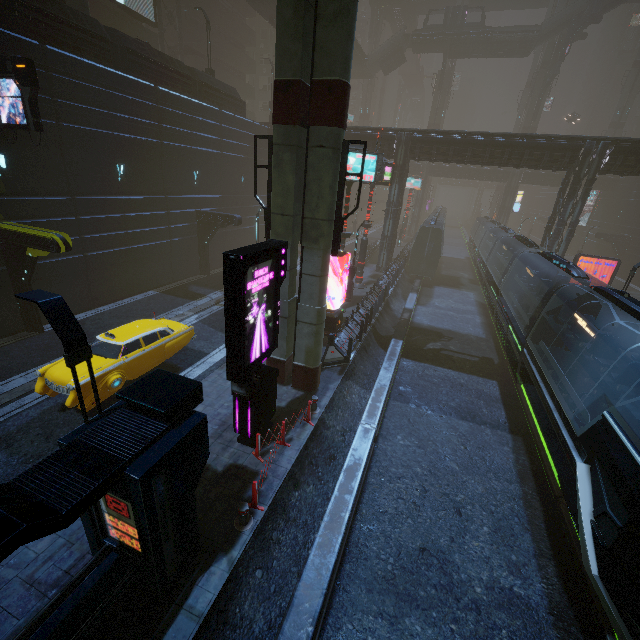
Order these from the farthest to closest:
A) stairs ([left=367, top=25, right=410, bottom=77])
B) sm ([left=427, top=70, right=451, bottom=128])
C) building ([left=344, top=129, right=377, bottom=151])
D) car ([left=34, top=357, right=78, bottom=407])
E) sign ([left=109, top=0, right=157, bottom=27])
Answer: sm ([left=427, top=70, right=451, bottom=128]) → stairs ([left=367, top=25, right=410, bottom=77]) → building ([left=344, top=129, right=377, bottom=151]) → sign ([left=109, top=0, right=157, bottom=27]) → car ([left=34, top=357, right=78, bottom=407])

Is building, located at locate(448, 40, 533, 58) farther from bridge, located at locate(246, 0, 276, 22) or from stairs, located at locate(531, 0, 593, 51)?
bridge, located at locate(246, 0, 276, 22)

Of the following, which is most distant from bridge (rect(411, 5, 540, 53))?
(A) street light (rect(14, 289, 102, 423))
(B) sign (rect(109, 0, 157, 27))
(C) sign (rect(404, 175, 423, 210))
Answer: (A) street light (rect(14, 289, 102, 423))

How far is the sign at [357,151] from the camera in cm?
1698

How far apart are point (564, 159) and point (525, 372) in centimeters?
1963cm

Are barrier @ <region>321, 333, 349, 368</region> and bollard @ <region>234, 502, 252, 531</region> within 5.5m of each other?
no

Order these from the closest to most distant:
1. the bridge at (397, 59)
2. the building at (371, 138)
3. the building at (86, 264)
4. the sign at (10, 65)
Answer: the sign at (10, 65) < the building at (86, 264) < the building at (371, 138) < the bridge at (397, 59)

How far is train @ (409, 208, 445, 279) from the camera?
29.94m
